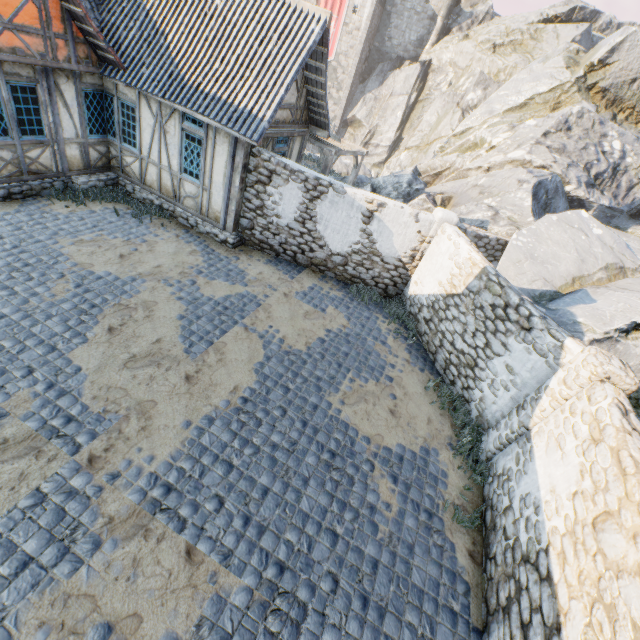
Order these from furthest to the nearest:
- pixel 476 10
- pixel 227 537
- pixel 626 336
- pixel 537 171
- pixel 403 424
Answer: pixel 476 10
pixel 537 171
pixel 403 424
pixel 626 336
pixel 227 537

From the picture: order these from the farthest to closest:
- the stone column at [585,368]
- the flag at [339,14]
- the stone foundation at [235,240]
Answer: the flag at [339,14], the stone foundation at [235,240], the stone column at [585,368]

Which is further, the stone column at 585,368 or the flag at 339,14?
the flag at 339,14

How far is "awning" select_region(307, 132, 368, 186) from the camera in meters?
12.5

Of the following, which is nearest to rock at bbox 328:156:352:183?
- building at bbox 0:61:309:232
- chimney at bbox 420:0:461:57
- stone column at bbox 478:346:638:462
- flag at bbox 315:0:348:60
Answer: chimney at bbox 420:0:461:57

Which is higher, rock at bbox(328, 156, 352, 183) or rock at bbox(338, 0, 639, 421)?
rock at bbox(338, 0, 639, 421)

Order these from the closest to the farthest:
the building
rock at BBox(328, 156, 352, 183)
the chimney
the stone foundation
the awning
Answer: the building < the stone foundation < the awning < rock at BBox(328, 156, 352, 183) < the chimney

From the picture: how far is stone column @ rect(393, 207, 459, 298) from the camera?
9.3 meters
